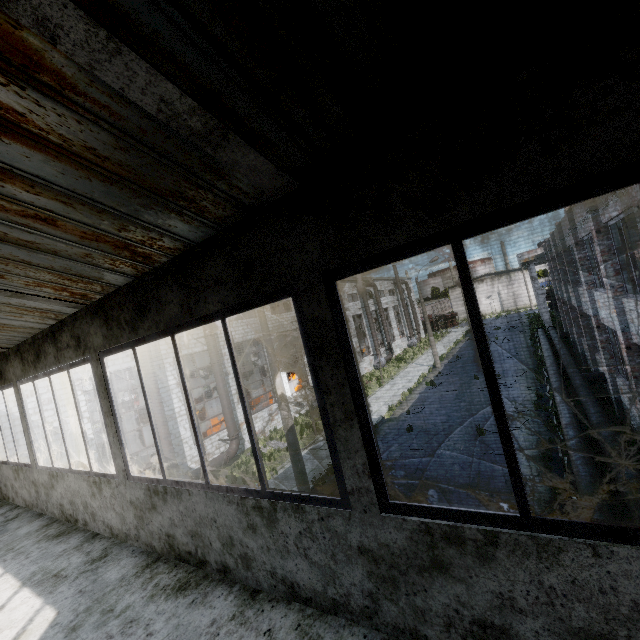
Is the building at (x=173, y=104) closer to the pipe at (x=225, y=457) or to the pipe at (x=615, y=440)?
the pipe at (x=615, y=440)

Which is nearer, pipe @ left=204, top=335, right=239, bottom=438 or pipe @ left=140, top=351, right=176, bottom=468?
pipe @ left=140, top=351, right=176, bottom=468

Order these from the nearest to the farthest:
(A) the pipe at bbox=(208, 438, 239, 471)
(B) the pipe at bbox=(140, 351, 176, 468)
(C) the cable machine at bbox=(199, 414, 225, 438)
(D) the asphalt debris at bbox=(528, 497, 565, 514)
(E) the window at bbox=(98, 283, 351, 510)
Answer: (E) the window at bbox=(98, 283, 351, 510)
(D) the asphalt debris at bbox=(528, 497, 565, 514)
(B) the pipe at bbox=(140, 351, 176, 468)
(A) the pipe at bbox=(208, 438, 239, 471)
(C) the cable machine at bbox=(199, 414, 225, 438)

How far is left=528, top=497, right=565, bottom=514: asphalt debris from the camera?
9.00m

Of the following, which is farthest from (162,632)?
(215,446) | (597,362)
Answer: (597,362)

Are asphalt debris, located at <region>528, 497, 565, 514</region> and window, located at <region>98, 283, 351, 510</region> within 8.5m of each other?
no

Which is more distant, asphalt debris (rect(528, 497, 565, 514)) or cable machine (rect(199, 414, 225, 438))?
cable machine (rect(199, 414, 225, 438))

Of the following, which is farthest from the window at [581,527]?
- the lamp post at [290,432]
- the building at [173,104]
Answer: the lamp post at [290,432]
